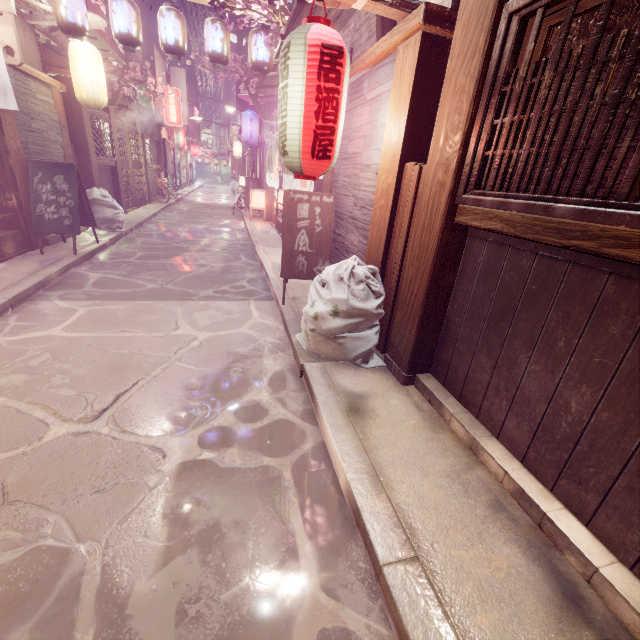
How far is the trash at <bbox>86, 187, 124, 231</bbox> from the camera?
13.7m

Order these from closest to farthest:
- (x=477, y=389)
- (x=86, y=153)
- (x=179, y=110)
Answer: (x=477, y=389) → (x=86, y=153) → (x=179, y=110)

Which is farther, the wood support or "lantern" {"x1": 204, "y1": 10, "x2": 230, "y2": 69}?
the wood support

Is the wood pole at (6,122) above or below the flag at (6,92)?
below

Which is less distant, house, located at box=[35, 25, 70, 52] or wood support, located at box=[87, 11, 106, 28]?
wood support, located at box=[87, 11, 106, 28]

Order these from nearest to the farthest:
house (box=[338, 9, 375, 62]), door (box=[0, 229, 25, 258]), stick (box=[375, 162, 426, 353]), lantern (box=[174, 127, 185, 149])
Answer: stick (box=[375, 162, 426, 353]), house (box=[338, 9, 375, 62]), door (box=[0, 229, 25, 258]), lantern (box=[174, 127, 185, 149])

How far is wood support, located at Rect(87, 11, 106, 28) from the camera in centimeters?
1119cm

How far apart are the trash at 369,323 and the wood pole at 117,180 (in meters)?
18.00
